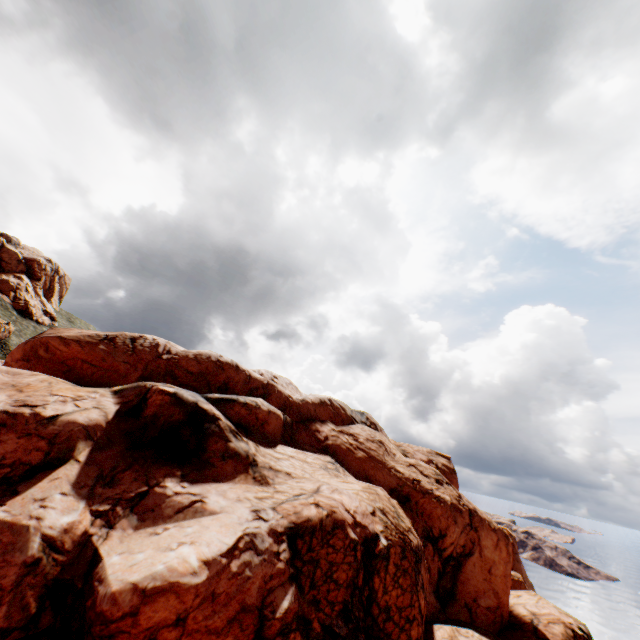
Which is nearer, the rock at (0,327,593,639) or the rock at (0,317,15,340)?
the rock at (0,327,593,639)

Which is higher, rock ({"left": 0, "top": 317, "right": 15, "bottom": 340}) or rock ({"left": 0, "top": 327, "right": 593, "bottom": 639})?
rock ({"left": 0, "top": 317, "right": 15, "bottom": 340})

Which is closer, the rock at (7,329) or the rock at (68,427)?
the rock at (68,427)

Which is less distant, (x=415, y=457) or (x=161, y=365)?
(x=161, y=365)

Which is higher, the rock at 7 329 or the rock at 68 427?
the rock at 7 329
